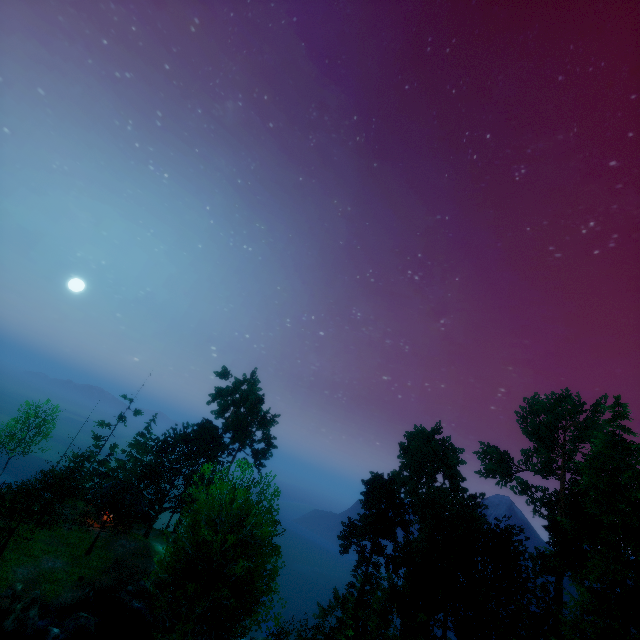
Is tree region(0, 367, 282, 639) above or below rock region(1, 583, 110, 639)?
above

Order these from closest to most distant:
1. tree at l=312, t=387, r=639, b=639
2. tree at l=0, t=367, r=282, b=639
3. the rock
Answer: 1. tree at l=0, t=367, r=282, b=639
2. the rock
3. tree at l=312, t=387, r=639, b=639

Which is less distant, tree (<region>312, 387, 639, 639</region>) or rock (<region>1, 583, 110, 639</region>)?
rock (<region>1, 583, 110, 639</region>)

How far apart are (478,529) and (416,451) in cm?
1064

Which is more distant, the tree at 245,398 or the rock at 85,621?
the rock at 85,621

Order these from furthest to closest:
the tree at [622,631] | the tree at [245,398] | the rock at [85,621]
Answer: the tree at [622,631]
the rock at [85,621]
the tree at [245,398]
